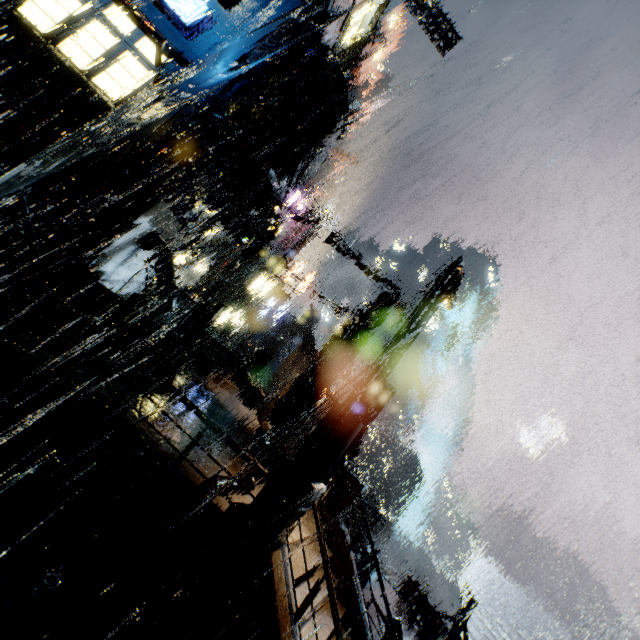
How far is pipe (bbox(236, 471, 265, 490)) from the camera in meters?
7.5 m

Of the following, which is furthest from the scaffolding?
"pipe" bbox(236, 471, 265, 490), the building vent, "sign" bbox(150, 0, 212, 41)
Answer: "sign" bbox(150, 0, 212, 41)

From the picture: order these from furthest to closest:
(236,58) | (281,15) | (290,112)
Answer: (290,112)
(281,15)
(236,58)

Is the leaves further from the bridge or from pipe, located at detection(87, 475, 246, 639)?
the bridge

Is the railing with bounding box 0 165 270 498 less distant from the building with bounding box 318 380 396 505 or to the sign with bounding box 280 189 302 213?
the building with bounding box 318 380 396 505

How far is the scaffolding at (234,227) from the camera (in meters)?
12.35

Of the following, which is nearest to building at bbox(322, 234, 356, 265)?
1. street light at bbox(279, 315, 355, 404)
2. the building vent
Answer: the building vent

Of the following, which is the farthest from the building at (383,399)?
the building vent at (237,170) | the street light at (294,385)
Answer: the street light at (294,385)
